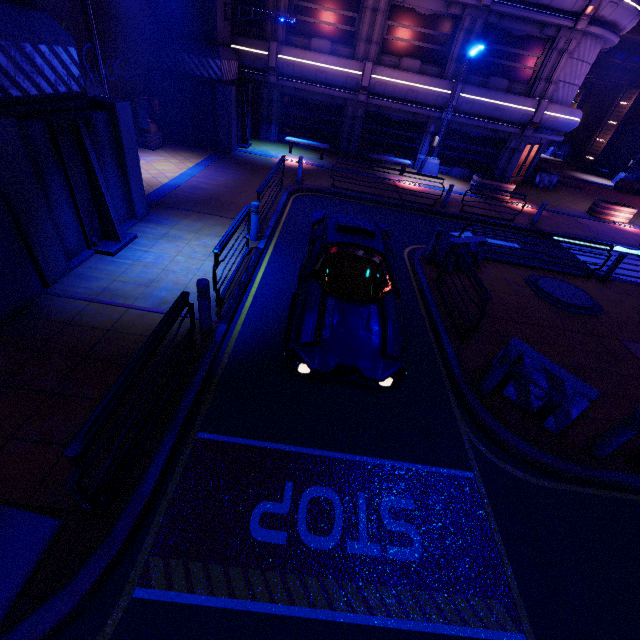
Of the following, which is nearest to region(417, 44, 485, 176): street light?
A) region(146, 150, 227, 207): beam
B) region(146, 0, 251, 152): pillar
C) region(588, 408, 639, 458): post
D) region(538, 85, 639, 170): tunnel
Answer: → region(146, 0, 251, 152): pillar

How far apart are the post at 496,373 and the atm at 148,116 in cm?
1592

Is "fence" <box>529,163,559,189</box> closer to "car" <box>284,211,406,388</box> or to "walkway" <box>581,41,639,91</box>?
"walkway" <box>581,41,639,91</box>

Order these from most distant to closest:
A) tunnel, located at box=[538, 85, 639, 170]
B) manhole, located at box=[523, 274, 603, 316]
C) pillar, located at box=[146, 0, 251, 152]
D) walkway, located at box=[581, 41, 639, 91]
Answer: tunnel, located at box=[538, 85, 639, 170] → walkway, located at box=[581, 41, 639, 91] → pillar, located at box=[146, 0, 251, 152] → manhole, located at box=[523, 274, 603, 316]

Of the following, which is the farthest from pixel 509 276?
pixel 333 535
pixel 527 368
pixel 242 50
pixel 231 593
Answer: pixel 242 50

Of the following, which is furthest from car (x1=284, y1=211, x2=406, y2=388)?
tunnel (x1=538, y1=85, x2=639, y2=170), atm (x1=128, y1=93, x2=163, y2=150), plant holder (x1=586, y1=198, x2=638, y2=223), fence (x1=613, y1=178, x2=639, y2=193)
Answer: tunnel (x1=538, y1=85, x2=639, y2=170)

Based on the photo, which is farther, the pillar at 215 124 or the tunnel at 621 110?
the tunnel at 621 110

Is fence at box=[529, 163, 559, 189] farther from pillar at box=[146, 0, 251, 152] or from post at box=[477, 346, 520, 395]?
post at box=[477, 346, 520, 395]
